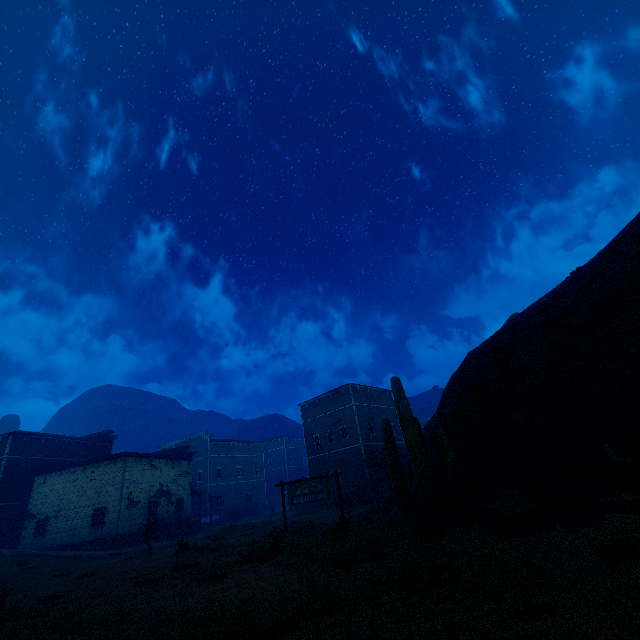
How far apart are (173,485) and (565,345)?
37.5 meters

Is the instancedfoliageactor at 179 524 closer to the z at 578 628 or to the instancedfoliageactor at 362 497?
the z at 578 628

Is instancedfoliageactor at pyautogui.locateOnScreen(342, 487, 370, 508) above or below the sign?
below

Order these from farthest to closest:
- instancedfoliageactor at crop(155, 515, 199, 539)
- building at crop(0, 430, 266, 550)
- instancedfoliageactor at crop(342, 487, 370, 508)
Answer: instancedfoliageactor at crop(155, 515, 199, 539), building at crop(0, 430, 266, 550), instancedfoliageactor at crop(342, 487, 370, 508)

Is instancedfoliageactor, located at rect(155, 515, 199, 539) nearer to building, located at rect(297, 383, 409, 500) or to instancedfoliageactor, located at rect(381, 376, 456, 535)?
building, located at rect(297, 383, 409, 500)

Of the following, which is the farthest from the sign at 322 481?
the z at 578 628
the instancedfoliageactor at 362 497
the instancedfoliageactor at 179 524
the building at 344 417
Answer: the instancedfoliageactor at 179 524

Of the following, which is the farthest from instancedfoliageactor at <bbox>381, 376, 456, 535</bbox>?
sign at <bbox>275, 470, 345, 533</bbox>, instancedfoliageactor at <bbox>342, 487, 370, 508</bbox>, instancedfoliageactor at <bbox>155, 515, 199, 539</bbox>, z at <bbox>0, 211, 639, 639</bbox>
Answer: instancedfoliageactor at <bbox>155, 515, 199, 539</bbox>
